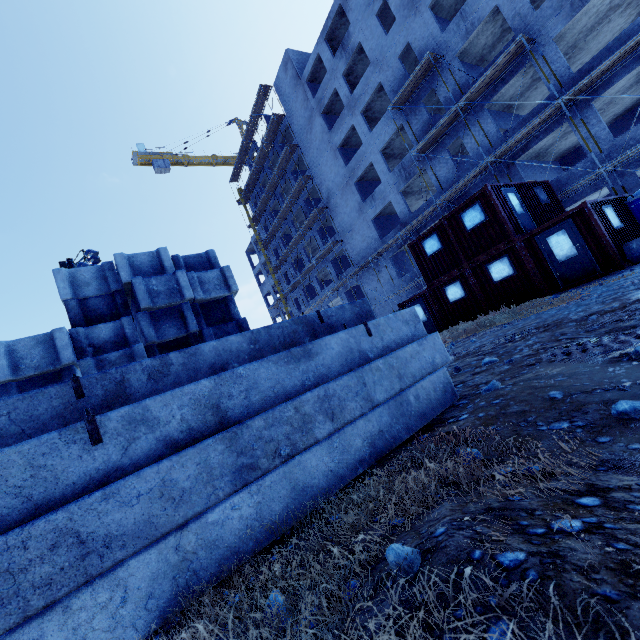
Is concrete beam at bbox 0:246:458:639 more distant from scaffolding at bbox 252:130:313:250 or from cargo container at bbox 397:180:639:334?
scaffolding at bbox 252:130:313:250

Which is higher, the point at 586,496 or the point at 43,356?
the point at 43,356

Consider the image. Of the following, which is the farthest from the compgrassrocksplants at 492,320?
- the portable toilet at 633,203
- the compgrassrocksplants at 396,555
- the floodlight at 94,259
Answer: the floodlight at 94,259

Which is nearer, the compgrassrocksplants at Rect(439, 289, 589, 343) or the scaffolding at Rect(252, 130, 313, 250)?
the compgrassrocksplants at Rect(439, 289, 589, 343)

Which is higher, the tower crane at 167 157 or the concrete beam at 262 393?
the tower crane at 167 157

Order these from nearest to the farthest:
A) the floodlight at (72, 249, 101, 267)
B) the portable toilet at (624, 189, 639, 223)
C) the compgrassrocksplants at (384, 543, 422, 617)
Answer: the compgrassrocksplants at (384, 543, 422, 617), the portable toilet at (624, 189, 639, 223), the floodlight at (72, 249, 101, 267)

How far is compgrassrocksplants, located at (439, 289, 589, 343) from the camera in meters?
8.5

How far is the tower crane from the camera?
56.19m
